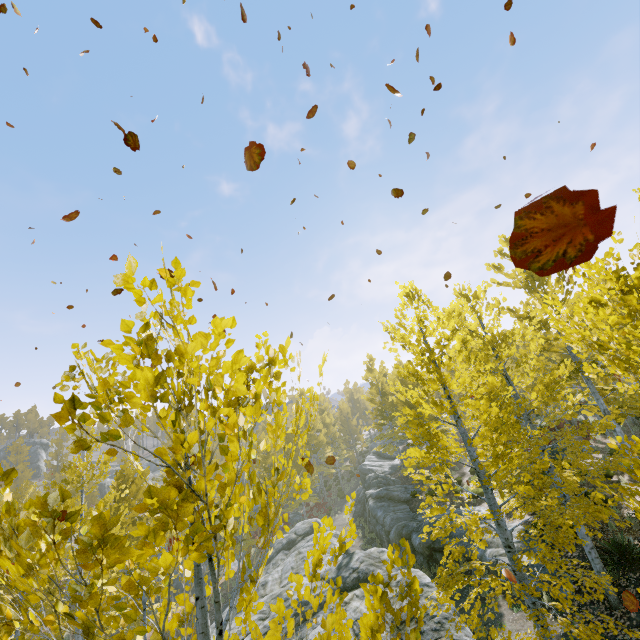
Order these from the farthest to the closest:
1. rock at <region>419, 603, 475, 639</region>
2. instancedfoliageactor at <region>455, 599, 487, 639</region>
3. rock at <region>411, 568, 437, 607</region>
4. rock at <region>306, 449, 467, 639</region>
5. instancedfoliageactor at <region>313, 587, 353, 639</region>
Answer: rock at <region>306, 449, 467, 639</region> < rock at <region>411, 568, 437, 607</region> < rock at <region>419, 603, 475, 639</region> < instancedfoliageactor at <region>455, 599, 487, 639</region> < instancedfoliageactor at <region>313, 587, 353, 639</region>

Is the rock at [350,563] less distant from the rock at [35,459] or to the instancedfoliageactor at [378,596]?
the instancedfoliageactor at [378,596]

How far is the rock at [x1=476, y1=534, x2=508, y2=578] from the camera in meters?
12.4

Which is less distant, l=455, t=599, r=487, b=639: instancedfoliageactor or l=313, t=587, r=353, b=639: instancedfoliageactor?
A: l=313, t=587, r=353, b=639: instancedfoliageactor

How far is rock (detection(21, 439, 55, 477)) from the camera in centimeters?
5372cm

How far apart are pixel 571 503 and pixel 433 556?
9.9 meters

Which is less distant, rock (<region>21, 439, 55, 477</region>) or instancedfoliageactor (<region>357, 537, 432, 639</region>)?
instancedfoliageactor (<region>357, 537, 432, 639</region>)

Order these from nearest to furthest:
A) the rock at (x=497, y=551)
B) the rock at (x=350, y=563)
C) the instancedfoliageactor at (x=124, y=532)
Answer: the instancedfoliageactor at (x=124, y=532) → the rock at (x=350, y=563) → the rock at (x=497, y=551)
